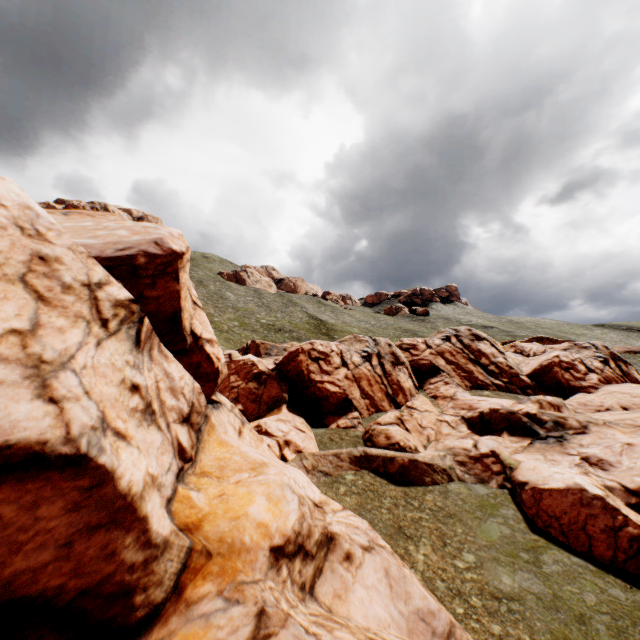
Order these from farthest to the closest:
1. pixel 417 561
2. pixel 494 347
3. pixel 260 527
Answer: pixel 494 347 → pixel 417 561 → pixel 260 527
